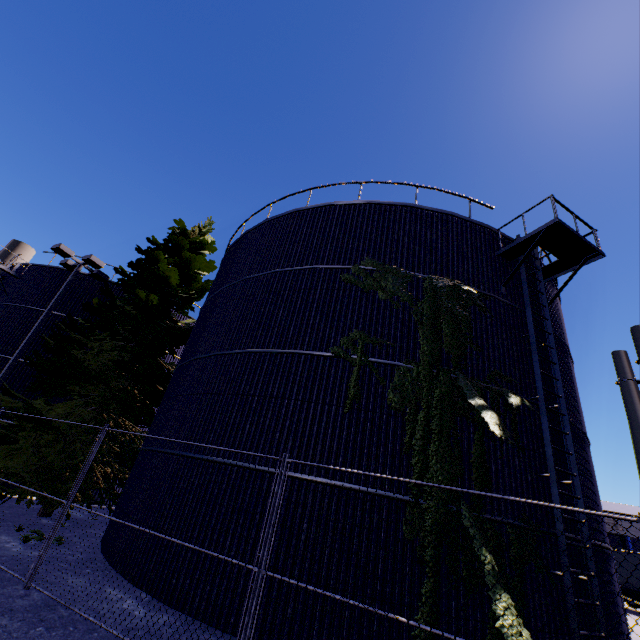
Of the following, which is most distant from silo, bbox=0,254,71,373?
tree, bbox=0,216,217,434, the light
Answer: the light

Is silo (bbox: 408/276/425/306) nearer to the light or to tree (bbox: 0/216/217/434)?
tree (bbox: 0/216/217/434)

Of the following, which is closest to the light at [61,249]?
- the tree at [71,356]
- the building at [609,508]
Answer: the tree at [71,356]

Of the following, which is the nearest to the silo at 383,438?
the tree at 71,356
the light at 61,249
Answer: the tree at 71,356

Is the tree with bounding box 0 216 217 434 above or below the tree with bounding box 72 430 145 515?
above

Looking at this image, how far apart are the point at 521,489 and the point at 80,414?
15.48m
